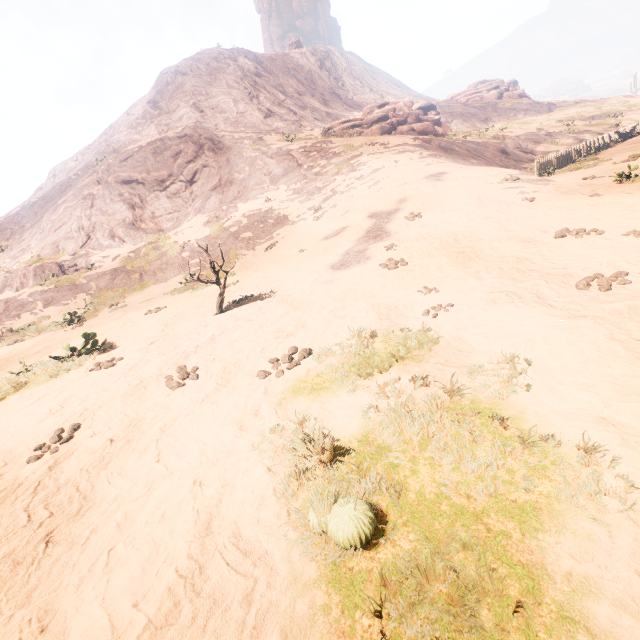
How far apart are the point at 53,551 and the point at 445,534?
3.3m

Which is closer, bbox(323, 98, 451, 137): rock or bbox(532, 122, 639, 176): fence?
bbox(532, 122, 639, 176): fence

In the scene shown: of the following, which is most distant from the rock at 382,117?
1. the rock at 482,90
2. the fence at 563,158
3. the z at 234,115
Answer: the rock at 482,90

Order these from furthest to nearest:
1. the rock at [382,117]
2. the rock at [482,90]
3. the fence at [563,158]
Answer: the rock at [482,90]
the rock at [382,117]
the fence at [563,158]

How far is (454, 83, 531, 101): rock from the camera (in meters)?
56.22

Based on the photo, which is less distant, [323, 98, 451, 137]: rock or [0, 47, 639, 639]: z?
[0, 47, 639, 639]: z

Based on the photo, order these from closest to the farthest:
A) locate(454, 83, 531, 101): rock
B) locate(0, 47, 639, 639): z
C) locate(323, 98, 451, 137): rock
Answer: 1. locate(0, 47, 639, 639): z
2. locate(323, 98, 451, 137): rock
3. locate(454, 83, 531, 101): rock

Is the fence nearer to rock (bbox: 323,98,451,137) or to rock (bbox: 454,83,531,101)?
rock (bbox: 323,98,451,137)
